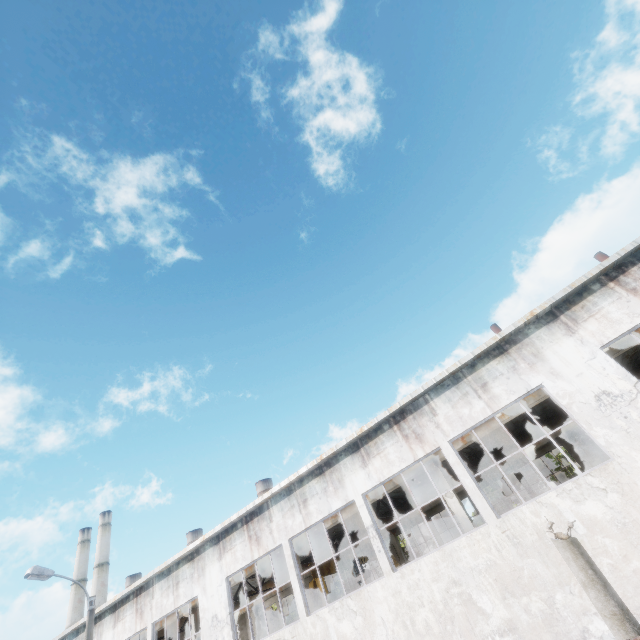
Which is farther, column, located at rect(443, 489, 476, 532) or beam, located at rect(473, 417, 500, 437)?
beam, located at rect(473, 417, 500, 437)

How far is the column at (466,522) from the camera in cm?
1274

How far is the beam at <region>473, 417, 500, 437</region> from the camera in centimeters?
1358cm

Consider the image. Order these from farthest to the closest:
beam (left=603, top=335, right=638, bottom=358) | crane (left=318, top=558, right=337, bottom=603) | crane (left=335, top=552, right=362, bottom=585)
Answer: crane (left=335, top=552, right=362, bottom=585) < crane (left=318, top=558, right=337, bottom=603) < beam (left=603, top=335, right=638, bottom=358)

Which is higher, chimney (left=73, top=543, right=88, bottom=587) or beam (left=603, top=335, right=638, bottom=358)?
chimney (left=73, top=543, right=88, bottom=587)

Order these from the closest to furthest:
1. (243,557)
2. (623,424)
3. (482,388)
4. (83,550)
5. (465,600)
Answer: (623,424) → (465,600) → (482,388) → (243,557) → (83,550)

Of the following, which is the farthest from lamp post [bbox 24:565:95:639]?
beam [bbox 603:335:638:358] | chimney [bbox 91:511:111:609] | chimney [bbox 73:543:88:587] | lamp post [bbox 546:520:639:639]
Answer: chimney [bbox 73:543:88:587]

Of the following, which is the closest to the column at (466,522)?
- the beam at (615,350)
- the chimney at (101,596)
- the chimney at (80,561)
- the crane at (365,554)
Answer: the beam at (615,350)
